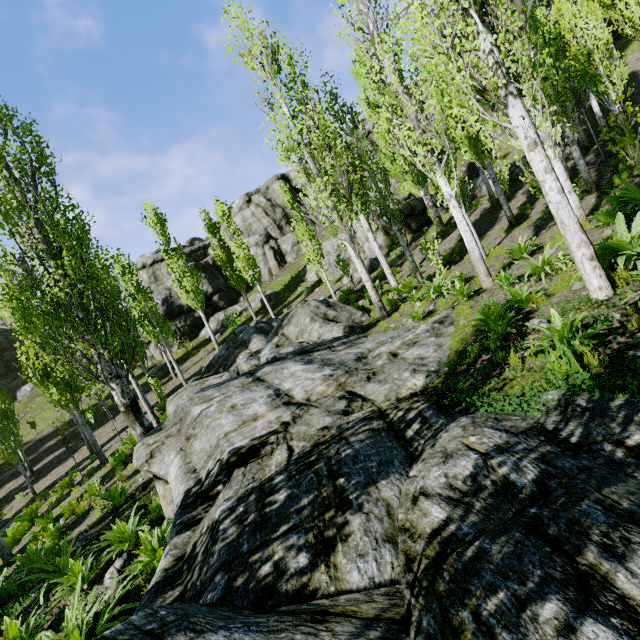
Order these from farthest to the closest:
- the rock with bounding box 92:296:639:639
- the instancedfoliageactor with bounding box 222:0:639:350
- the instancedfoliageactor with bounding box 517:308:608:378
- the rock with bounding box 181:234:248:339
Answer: the rock with bounding box 181:234:248:339 → the instancedfoliageactor with bounding box 222:0:639:350 → the instancedfoliageactor with bounding box 517:308:608:378 → the rock with bounding box 92:296:639:639

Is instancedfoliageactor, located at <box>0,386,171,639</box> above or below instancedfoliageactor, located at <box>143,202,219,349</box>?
below

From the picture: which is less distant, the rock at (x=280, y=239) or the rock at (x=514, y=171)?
the rock at (x=514, y=171)

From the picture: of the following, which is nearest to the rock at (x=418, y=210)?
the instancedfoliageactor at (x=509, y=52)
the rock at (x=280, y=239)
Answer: the instancedfoliageactor at (x=509, y=52)

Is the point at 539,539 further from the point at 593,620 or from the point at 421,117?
the point at 421,117

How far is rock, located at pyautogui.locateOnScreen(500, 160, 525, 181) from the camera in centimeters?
2041cm

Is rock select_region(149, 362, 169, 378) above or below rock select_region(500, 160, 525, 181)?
below

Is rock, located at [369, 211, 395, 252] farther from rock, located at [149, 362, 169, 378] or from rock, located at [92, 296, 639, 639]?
rock, located at [149, 362, 169, 378]
